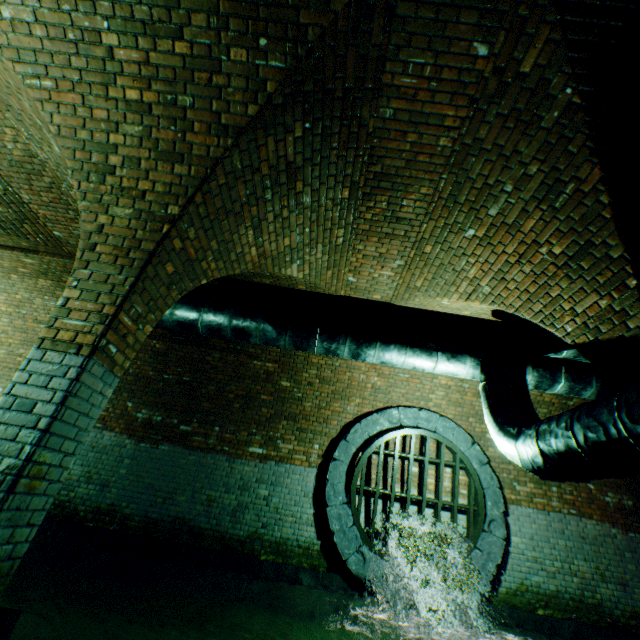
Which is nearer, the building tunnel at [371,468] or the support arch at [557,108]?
the support arch at [557,108]

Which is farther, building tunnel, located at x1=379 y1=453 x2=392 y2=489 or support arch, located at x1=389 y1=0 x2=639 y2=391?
building tunnel, located at x1=379 y1=453 x2=392 y2=489

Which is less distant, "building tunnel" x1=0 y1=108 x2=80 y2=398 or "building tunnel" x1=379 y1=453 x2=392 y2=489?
"building tunnel" x1=0 y1=108 x2=80 y2=398

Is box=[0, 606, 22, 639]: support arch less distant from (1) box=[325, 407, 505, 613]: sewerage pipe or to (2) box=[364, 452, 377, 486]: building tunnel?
(2) box=[364, 452, 377, 486]: building tunnel

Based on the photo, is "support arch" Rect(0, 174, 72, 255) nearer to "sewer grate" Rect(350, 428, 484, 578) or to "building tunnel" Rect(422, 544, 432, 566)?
"building tunnel" Rect(422, 544, 432, 566)

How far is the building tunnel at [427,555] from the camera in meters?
5.9

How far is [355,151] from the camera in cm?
336
